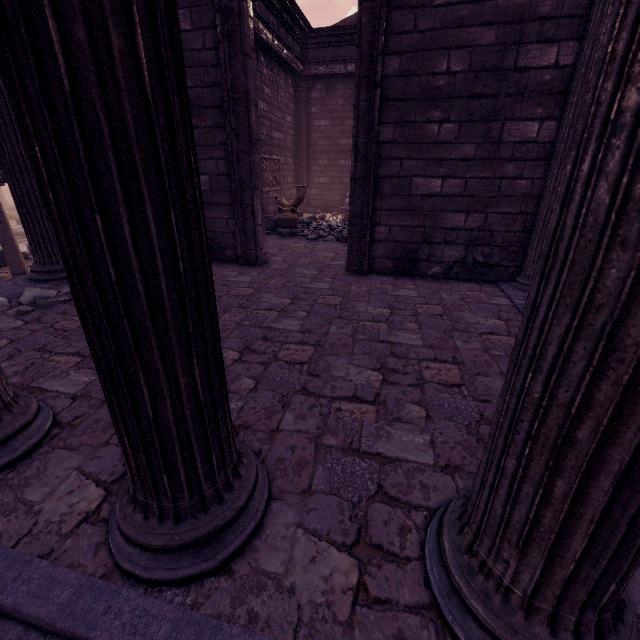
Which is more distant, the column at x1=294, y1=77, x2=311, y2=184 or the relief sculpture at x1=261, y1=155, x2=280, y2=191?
the column at x1=294, y1=77, x2=311, y2=184

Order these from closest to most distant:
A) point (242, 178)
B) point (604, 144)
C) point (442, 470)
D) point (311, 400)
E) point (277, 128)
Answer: point (604, 144), point (442, 470), point (311, 400), point (242, 178), point (277, 128)

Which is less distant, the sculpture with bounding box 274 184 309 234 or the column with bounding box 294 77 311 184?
the sculpture with bounding box 274 184 309 234

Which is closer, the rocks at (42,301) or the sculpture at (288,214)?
the rocks at (42,301)

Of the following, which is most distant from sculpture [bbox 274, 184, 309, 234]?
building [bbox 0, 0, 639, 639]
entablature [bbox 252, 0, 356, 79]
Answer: entablature [bbox 252, 0, 356, 79]

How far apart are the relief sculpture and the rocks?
7.14m

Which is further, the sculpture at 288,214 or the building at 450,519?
the sculpture at 288,214

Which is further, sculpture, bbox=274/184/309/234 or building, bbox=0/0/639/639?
sculpture, bbox=274/184/309/234
